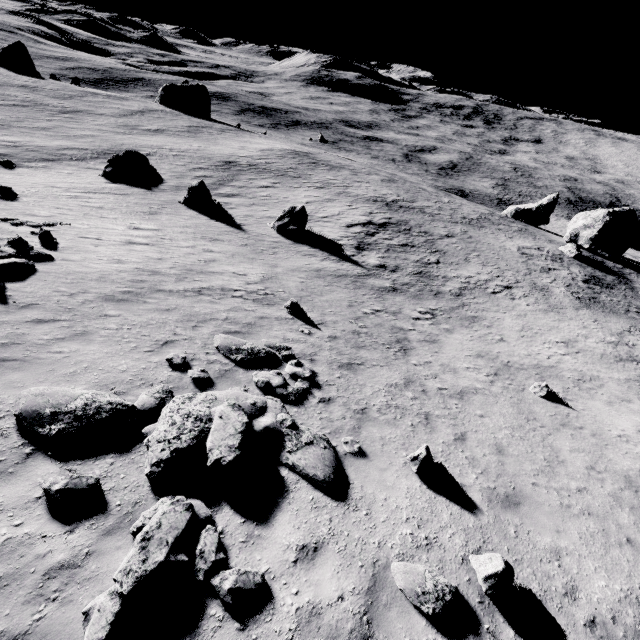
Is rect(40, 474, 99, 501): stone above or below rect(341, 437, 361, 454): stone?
above

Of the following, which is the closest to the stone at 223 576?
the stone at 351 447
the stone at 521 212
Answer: the stone at 351 447

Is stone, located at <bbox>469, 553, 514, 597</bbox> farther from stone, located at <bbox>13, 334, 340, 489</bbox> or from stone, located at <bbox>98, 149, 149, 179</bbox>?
stone, located at <bbox>98, 149, 149, 179</bbox>

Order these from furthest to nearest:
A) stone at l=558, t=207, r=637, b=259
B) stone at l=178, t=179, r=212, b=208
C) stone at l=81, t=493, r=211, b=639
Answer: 1. stone at l=558, t=207, r=637, b=259
2. stone at l=178, t=179, r=212, b=208
3. stone at l=81, t=493, r=211, b=639

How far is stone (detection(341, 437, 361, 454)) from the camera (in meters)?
7.76

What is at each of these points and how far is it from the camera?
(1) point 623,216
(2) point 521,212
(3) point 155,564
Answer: (1) stone, 41.66m
(2) stone, 53.50m
(3) stone, 4.35m

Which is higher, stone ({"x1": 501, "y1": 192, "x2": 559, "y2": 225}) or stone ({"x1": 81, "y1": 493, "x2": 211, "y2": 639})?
stone ({"x1": 81, "y1": 493, "x2": 211, "y2": 639})

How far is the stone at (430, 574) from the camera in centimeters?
502cm
